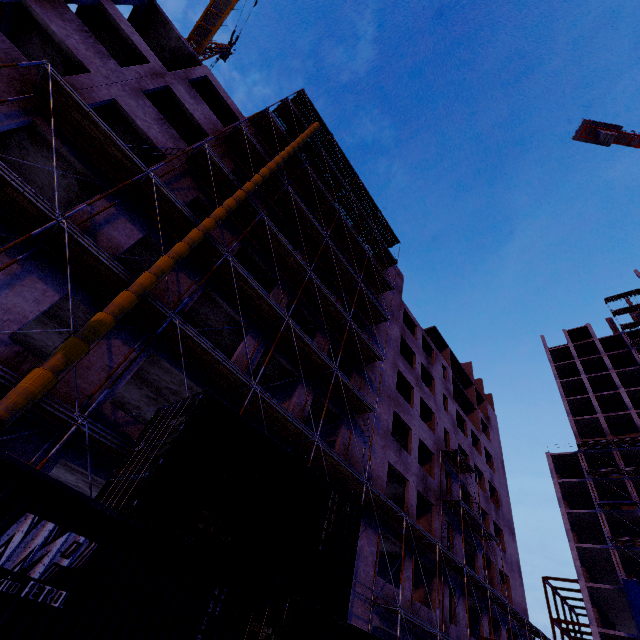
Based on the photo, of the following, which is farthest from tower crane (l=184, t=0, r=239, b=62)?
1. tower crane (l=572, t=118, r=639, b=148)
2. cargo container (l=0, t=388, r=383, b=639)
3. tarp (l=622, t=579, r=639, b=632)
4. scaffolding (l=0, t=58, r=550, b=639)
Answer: tarp (l=622, t=579, r=639, b=632)

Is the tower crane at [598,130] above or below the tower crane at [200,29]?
above

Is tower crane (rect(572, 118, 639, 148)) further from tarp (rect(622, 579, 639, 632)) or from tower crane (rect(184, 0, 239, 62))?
tower crane (rect(184, 0, 239, 62))

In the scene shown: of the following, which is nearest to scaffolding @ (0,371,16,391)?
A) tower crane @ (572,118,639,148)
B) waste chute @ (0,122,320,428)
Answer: waste chute @ (0,122,320,428)

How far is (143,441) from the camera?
7.52m

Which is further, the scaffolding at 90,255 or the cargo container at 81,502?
the scaffolding at 90,255

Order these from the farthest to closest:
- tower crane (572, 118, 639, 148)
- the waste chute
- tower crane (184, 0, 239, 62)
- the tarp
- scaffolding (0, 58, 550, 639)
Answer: tower crane (572, 118, 639, 148) → tower crane (184, 0, 239, 62) → the tarp → scaffolding (0, 58, 550, 639) → the waste chute

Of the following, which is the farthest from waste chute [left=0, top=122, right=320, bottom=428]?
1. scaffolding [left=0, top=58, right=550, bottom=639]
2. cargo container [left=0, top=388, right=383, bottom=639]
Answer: cargo container [left=0, top=388, right=383, bottom=639]
